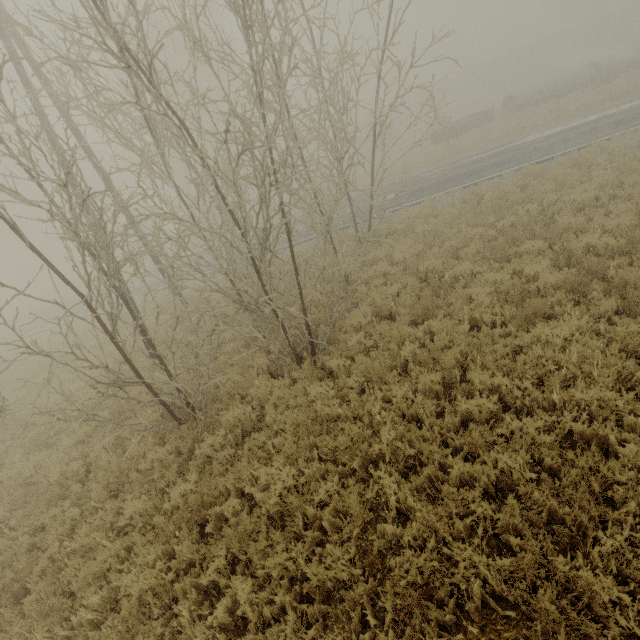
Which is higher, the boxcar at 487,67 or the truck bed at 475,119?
the boxcar at 487,67

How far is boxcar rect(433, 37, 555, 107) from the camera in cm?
5128

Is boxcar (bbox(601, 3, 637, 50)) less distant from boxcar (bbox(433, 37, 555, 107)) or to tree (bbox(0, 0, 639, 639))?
boxcar (bbox(433, 37, 555, 107))

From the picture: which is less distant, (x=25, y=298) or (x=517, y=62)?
(x=25, y=298)

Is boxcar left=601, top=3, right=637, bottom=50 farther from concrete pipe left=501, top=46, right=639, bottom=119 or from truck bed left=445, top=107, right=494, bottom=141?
truck bed left=445, top=107, right=494, bottom=141

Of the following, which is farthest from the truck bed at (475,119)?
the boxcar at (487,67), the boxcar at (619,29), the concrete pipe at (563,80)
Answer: the boxcar at (619,29)

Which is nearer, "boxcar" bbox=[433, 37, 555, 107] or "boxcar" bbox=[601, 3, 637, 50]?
"boxcar" bbox=[601, 3, 637, 50]

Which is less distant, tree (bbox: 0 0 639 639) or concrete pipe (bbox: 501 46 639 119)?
tree (bbox: 0 0 639 639)
